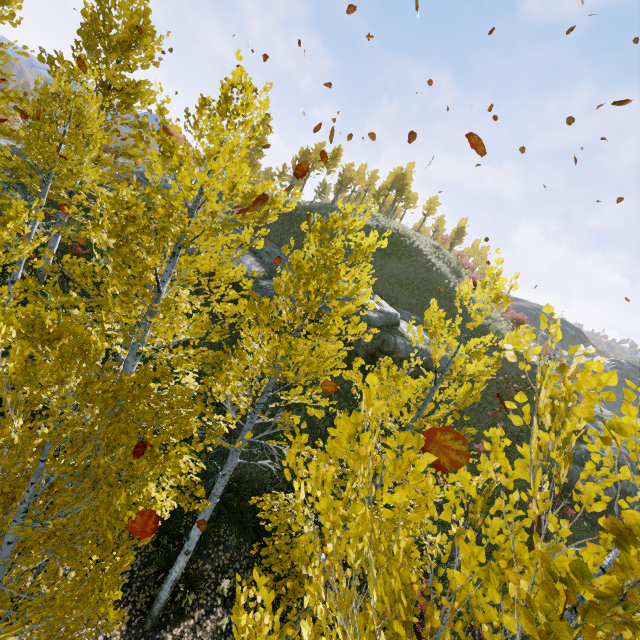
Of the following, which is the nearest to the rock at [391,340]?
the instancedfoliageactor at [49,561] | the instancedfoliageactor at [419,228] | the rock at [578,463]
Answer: the rock at [578,463]

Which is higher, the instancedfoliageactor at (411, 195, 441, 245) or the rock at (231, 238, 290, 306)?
the instancedfoliageactor at (411, 195, 441, 245)

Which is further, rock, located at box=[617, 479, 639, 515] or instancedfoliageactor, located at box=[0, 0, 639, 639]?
rock, located at box=[617, 479, 639, 515]

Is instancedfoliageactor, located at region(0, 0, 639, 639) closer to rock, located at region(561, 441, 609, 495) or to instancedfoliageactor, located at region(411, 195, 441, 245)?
rock, located at region(561, 441, 609, 495)

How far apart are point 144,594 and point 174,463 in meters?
8.2 m

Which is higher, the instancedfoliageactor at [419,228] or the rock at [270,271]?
the instancedfoliageactor at [419,228]

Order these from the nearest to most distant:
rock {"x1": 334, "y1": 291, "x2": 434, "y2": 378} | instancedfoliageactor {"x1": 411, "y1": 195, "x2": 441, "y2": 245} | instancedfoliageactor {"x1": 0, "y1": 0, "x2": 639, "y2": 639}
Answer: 1. instancedfoliageactor {"x1": 0, "y1": 0, "x2": 639, "y2": 639}
2. rock {"x1": 334, "y1": 291, "x2": 434, "y2": 378}
3. instancedfoliageactor {"x1": 411, "y1": 195, "x2": 441, "y2": 245}

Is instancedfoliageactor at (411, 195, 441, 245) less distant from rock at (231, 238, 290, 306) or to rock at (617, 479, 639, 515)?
rock at (231, 238, 290, 306)
